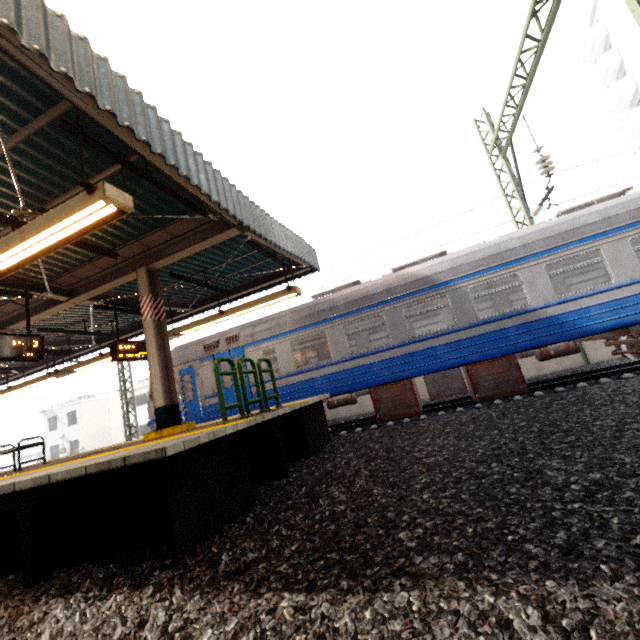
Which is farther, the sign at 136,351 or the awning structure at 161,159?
the sign at 136,351

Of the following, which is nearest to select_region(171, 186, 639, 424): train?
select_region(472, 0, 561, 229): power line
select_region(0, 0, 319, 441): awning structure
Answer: select_region(472, 0, 561, 229): power line

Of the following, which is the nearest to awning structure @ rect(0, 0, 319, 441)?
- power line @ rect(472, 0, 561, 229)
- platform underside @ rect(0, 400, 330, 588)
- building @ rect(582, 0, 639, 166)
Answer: platform underside @ rect(0, 400, 330, 588)

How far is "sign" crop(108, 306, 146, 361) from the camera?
8.4 meters

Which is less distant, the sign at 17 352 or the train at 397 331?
the sign at 17 352

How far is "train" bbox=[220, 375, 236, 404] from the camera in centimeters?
1013cm

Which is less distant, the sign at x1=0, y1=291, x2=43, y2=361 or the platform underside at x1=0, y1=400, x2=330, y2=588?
the platform underside at x1=0, y1=400, x2=330, y2=588

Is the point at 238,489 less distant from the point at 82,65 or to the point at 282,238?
the point at 82,65
